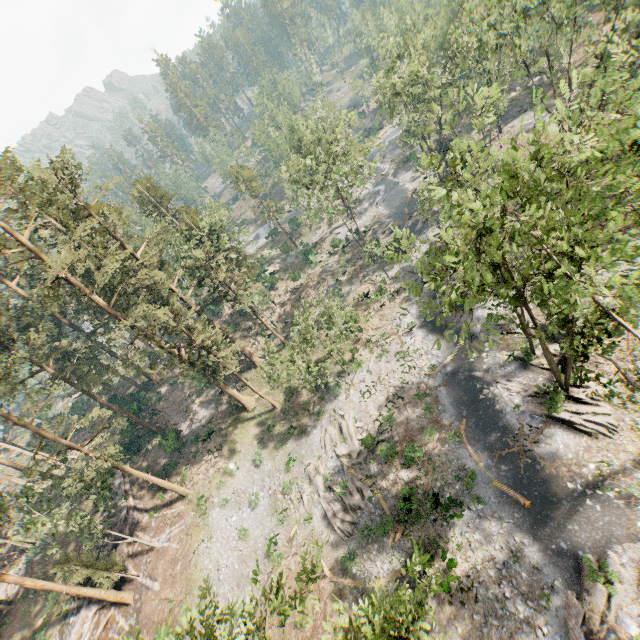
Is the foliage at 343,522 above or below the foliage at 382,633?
below

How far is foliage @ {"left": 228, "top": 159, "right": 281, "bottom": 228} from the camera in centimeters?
5422cm

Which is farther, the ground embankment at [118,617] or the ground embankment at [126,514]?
the ground embankment at [126,514]

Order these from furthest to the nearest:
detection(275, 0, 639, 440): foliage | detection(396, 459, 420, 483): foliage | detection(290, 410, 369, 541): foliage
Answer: detection(290, 410, 369, 541): foliage
detection(396, 459, 420, 483): foliage
detection(275, 0, 639, 440): foliage

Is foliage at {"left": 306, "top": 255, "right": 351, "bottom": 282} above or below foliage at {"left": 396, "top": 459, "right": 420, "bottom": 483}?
Result: above

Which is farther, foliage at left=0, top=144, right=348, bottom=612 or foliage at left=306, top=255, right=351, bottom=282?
foliage at left=306, top=255, right=351, bottom=282

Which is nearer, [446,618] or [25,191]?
[446,618]
